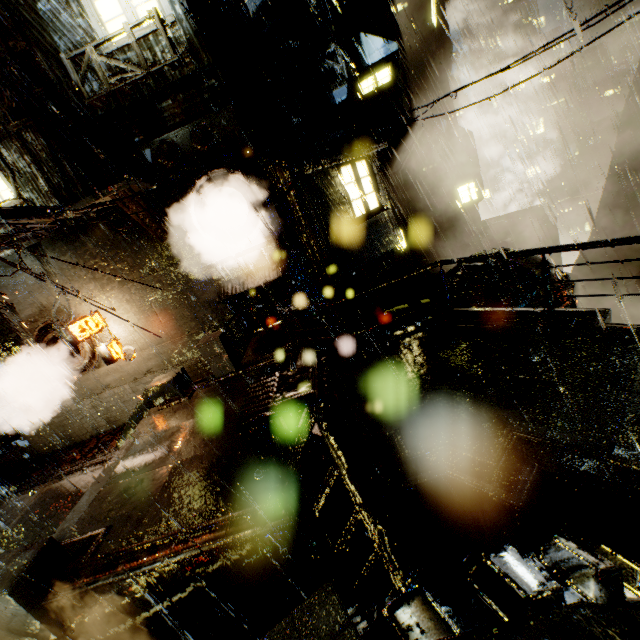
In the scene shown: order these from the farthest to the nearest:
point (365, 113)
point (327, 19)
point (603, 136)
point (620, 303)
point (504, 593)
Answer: point (603, 136) < point (620, 303) < point (365, 113) < point (327, 19) < point (504, 593)

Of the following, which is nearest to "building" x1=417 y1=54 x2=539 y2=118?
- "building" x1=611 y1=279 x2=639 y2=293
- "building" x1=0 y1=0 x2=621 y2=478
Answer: "building" x1=0 y1=0 x2=621 y2=478

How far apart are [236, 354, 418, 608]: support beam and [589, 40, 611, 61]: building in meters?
89.5 m

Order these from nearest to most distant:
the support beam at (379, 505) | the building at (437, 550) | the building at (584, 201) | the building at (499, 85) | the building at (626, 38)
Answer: the support beam at (379, 505) < the building at (437, 550) < the building at (499, 85) < the building at (626, 38) < the building at (584, 201)

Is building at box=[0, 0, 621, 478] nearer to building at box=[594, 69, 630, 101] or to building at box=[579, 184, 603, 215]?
building at box=[579, 184, 603, 215]

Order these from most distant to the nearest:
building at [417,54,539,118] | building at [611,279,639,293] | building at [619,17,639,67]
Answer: building at [619,17,639,67] < building at [417,54,539,118] < building at [611,279,639,293]

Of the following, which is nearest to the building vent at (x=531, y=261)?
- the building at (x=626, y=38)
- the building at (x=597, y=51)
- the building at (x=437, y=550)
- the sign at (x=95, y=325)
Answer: the building at (x=437, y=550)

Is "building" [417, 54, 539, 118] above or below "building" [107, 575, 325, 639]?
above
